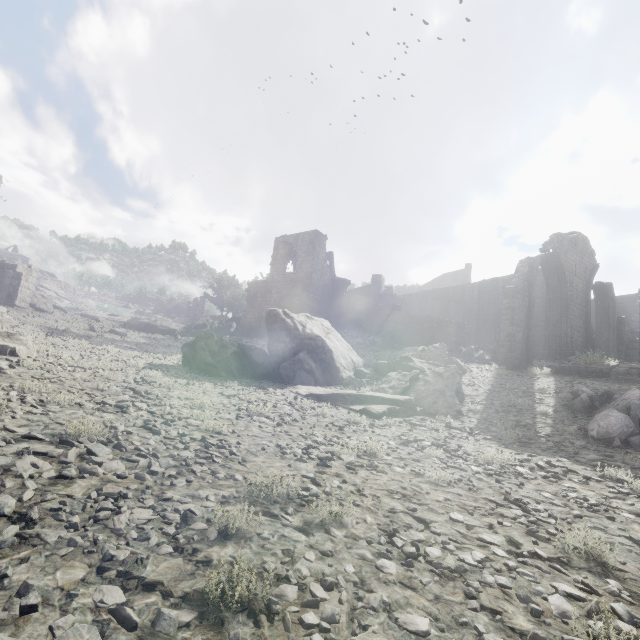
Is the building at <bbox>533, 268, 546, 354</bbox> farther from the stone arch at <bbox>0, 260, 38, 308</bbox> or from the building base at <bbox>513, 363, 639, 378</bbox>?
the building base at <bbox>513, 363, 639, 378</bbox>

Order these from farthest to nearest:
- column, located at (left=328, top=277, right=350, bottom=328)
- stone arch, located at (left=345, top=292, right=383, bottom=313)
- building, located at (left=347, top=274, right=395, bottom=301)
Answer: building, located at (left=347, top=274, right=395, bottom=301) → stone arch, located at (left=345, top=292, right=383, bottom=313) → column, located at (left=328, top=277, right=350, bottom=328)

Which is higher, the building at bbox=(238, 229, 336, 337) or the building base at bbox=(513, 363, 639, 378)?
the building at bbox=(238, 229, 336, 337)

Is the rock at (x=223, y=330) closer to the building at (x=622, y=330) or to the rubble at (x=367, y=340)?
the building at (x=622, y=330)

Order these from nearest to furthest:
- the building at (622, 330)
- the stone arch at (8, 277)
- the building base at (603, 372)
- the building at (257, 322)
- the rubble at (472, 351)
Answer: the building base at (603, 372) < the rubble at (472, 351) < the building at (622, 330) < the stone arch at (8, 277) < the building at (257, 322)

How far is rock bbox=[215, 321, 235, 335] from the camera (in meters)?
38.59

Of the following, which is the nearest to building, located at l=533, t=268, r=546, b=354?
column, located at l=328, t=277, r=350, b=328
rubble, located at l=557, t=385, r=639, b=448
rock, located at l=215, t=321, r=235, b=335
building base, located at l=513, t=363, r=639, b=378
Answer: column, located at l=328, t=277, r=350, b=328

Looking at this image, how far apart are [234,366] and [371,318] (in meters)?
15.78
